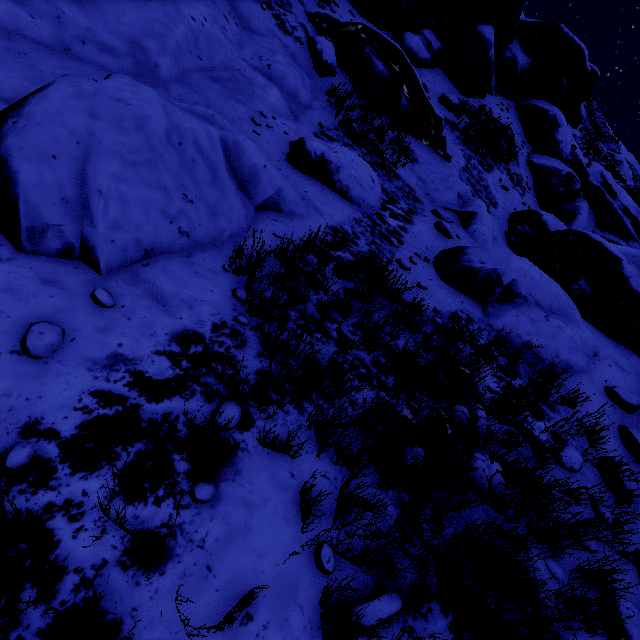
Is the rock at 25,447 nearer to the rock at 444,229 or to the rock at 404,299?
the rock at 404,299

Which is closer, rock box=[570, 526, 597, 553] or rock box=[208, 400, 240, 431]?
rock box=[208, 400, 240, 431]

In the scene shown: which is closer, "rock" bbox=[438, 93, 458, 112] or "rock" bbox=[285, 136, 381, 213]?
"rock" bbox=[285, 136, 381, 213]

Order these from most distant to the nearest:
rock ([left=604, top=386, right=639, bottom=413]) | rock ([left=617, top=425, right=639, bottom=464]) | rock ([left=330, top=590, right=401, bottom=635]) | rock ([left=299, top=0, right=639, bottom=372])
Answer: rock ([left=299, top=0, right=639, bottom=372])
rock ([left=604, top=386, right=639, bottom=413])
rock ([left=617, top=425, right=639, bottom=464])
rock ([left=330, top=590, right=401, bottom=635])

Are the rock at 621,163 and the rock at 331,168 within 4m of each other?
no

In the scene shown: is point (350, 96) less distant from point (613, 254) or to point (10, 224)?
point (613, 254)

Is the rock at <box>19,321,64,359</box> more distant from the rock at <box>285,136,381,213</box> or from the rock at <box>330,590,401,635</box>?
the rock at <box>330,590,401,635</box>

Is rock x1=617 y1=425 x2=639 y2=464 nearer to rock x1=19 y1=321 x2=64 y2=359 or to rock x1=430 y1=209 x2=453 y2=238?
rock x1=430 y1=209 x2=453 y2=238
